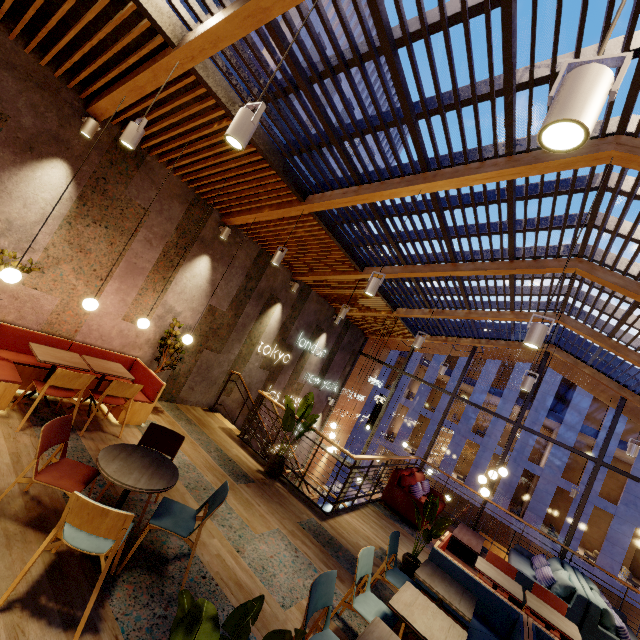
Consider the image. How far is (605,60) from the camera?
1.2 meters

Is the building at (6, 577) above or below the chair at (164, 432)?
below

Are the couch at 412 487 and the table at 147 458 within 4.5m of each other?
no

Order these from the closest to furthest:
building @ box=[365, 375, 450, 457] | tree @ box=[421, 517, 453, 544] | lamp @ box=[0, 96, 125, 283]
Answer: lamp @ box=[0, 96, 125, 283], tree @ box=[421, 517, 453, 544], building @ box=[365, 375, 450, 457]

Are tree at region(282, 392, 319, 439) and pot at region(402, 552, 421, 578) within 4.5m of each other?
yes

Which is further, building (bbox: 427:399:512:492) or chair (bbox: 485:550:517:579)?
building (bbox: 427:399:512:492)

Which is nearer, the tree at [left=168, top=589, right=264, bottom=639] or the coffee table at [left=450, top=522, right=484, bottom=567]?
the tree at [left=168, top=589, right=264, bottom=639]

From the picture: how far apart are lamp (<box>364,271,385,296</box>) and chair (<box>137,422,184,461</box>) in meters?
2.9
